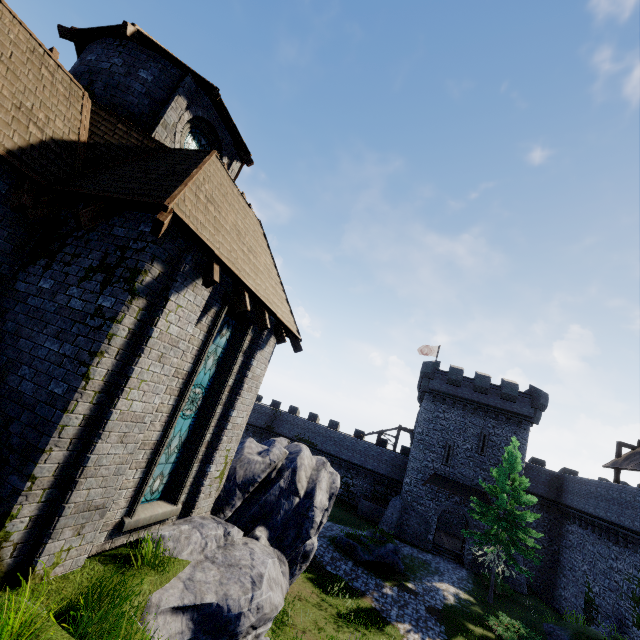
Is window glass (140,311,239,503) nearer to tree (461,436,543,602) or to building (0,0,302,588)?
building (0,0,302,588)

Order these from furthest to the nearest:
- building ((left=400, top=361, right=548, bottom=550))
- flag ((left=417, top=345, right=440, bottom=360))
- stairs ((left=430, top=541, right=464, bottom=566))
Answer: flag ((left=417, top=345, right=440, bottom=360)) < building ((left=400, top=361, right=548, bottom=550)) < stairs ((left=430, top=541, right=464, bottom=566))

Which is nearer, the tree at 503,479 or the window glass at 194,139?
the window glass at 194,139

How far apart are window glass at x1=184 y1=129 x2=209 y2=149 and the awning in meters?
31.4 m

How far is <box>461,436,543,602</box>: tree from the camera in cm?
2105

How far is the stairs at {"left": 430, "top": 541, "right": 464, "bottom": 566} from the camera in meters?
28.4 m

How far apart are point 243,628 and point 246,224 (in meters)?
9.25

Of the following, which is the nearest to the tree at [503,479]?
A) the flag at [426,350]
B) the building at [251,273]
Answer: the flag at [426,350]
